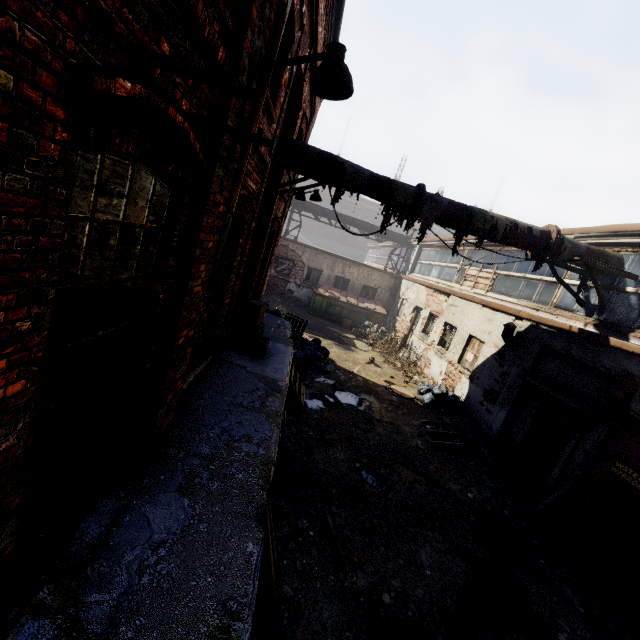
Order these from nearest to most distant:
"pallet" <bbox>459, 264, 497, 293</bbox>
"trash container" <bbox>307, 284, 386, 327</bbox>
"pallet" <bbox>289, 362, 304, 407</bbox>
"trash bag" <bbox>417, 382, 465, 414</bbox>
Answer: "pallet" <bbox>289, 362, 304, 407</bbox> < "trash bag" <bbox>417, 382, 465, 414</bbox> < "pallet" <bbox>459, 264, 497, 293</bbox> < "trash container" <bbox>307, 284, 386, 327</bbox>

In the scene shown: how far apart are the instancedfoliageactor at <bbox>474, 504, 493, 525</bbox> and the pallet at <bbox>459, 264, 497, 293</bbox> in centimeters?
771cm

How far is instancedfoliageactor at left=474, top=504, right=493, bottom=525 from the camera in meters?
5.9

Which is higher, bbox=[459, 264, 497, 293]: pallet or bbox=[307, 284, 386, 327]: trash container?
bbox=[459, 264, 497, 293]: pallet

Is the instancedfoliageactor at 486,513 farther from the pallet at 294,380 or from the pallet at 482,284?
the pallet at 482,284

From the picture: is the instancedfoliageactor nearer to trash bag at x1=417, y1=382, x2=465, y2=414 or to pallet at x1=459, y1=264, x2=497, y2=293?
trash bag at x1=417, y1=382, x2=465, y2=414

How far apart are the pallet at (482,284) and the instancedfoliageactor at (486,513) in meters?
7.7

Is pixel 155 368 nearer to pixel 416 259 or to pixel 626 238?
pixel 626 238
